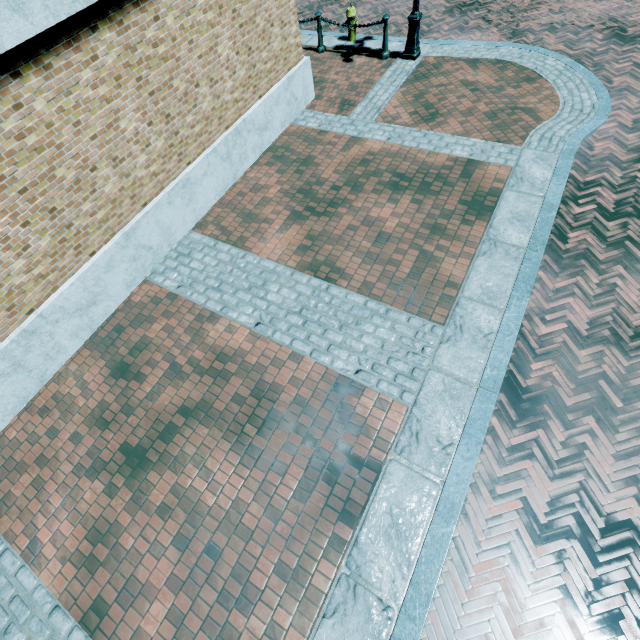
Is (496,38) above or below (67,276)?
below
